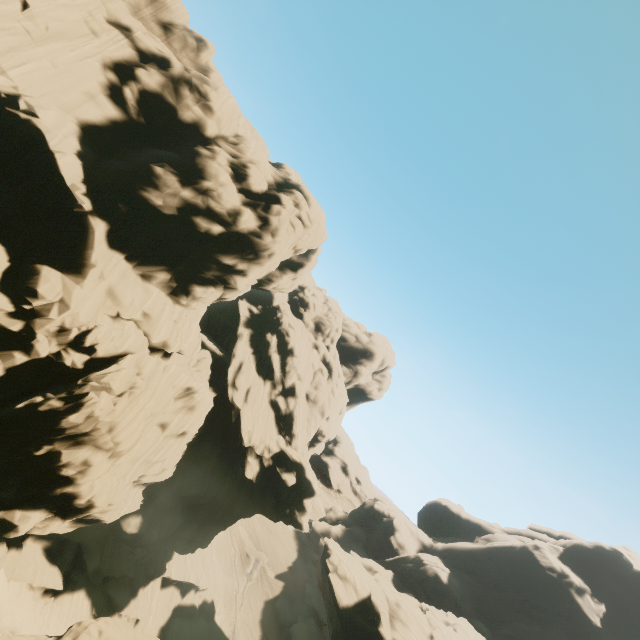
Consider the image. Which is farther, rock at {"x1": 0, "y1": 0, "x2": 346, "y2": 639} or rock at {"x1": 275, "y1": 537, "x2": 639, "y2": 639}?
rock at {"x1": 275, "y1": 537, "x2": 639, "y2": 639}

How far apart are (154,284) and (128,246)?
3.2m

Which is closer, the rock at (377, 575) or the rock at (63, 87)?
the rock at (63, 87)
